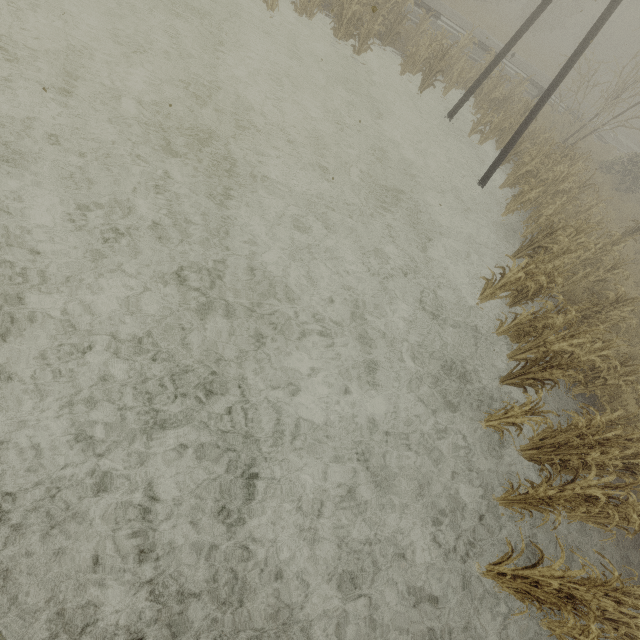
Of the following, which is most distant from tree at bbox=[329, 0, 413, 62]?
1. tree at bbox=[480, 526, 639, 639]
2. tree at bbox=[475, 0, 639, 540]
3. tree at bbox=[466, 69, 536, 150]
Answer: tree at bbox=[480, 526, 639, 639]

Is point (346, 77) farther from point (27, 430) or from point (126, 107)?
point (27, 430)

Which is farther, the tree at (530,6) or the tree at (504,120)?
the tree at (530,6)

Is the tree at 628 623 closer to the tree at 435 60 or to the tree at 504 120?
the tree at 504 120

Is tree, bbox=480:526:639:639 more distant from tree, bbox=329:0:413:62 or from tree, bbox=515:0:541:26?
tree, bbox=515:0:541:26

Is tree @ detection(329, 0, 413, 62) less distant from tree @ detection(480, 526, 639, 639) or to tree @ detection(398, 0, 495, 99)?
tree @ detection(398, 0, 495, 99)

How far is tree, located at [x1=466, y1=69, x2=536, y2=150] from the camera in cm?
1266

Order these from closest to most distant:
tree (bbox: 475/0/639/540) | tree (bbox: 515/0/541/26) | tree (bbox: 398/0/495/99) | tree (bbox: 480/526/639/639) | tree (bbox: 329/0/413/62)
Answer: tree (bbox: 480/526/639/639) < tree (bbox: 475/0/639/540) < tree (bbox: 329/0/413/62) < tree (bbox: 398/0/495/99) < tree (bbox: 515/0/541/26)
